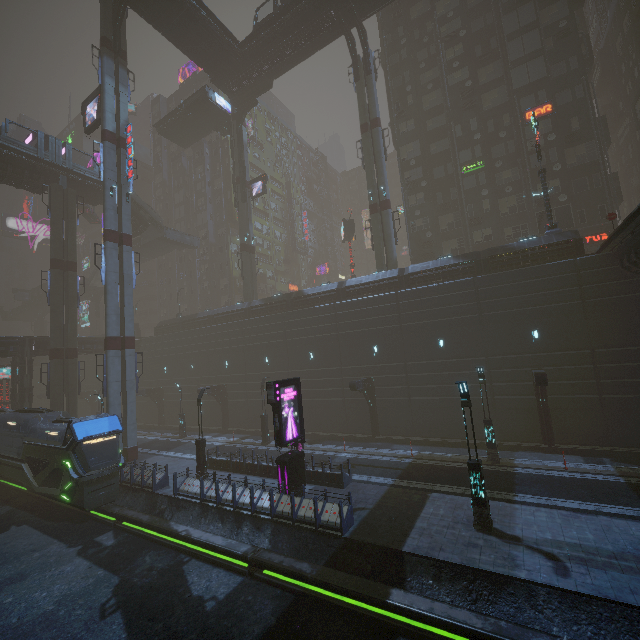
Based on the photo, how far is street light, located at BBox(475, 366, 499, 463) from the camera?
18.5 meters

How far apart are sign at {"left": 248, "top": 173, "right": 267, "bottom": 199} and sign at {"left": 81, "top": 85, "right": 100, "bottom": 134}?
16.63m

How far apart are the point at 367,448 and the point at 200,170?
54.8m

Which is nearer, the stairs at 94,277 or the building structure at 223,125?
the building structure at 223,125

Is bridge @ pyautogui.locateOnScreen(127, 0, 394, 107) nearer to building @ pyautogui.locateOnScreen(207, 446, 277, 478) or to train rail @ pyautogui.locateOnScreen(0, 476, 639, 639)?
building @ pyautogui.locateOnScreen(207, 446, 277, 478)

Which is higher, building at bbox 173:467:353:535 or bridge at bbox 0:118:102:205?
bridge at bbox 0:118:102:205

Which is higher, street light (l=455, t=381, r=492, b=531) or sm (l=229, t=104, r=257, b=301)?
sm (l=229, t=104, r=257, b=301)

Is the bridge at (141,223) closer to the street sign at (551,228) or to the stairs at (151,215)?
the stairs at (151,215)
